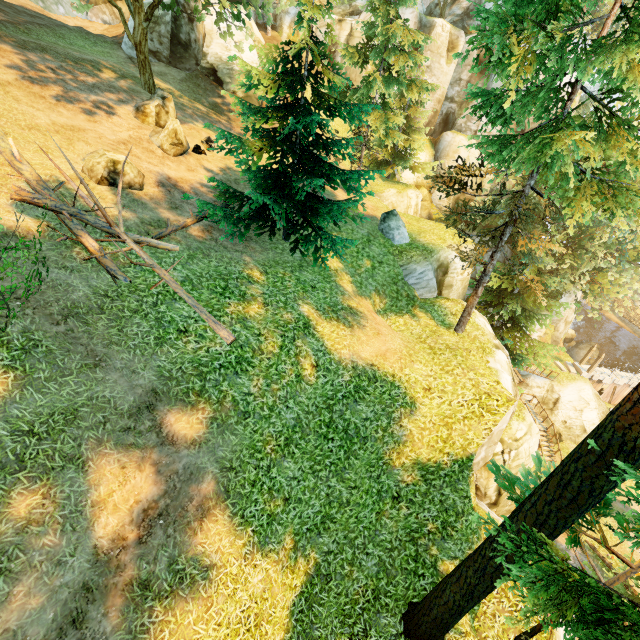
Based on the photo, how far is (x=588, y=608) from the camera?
3.91m

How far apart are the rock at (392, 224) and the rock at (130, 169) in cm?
1130

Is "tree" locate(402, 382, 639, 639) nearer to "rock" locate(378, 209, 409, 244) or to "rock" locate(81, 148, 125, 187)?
"rock" locate(81, 148, 125, 187)

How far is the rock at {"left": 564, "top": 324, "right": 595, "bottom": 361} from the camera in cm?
4162

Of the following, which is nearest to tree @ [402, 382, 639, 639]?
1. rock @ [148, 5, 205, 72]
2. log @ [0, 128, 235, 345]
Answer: log @ [0, 128, 235, 345]

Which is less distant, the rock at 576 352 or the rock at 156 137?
the rock at 156 137

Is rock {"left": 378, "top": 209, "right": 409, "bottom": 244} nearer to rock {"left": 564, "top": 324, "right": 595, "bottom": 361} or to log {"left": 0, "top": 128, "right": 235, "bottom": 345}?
log {"left": 0, "top": 128, "right": 235, "bottom": 345}

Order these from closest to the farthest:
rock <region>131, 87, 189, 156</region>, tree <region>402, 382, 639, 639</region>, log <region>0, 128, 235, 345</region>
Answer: tree <region>402, 382, 639, 639</region> < log <region>0, 128, 235, 345</region> < rock <region>131, 87, 189, 156</region>
